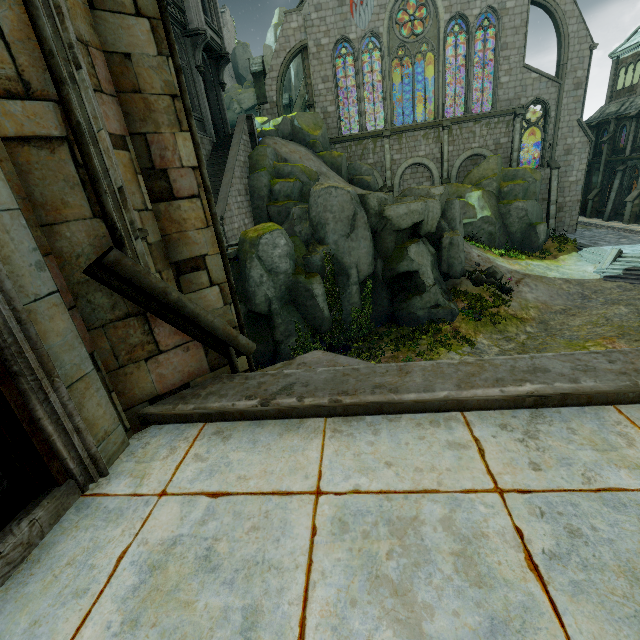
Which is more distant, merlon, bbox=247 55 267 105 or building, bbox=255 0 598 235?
merlon, bbox=247 55 267 105

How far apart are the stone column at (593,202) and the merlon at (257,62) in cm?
3159

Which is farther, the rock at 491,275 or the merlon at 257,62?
the merlon at 257,62

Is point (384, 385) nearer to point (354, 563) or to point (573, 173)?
point (354, 563)

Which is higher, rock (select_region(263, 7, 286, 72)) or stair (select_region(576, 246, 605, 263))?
rock (select_region(263, 7, 286, 72))

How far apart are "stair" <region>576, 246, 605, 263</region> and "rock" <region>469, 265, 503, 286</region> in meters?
7.4 m

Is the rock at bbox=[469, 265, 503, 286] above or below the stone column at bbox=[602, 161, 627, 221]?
below

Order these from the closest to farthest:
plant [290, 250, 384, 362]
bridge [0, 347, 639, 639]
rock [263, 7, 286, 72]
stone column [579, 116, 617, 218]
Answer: bridge [0, 347, 639, 639] < plant [290, 250, 384, 362] < stone column [579, 116, 617, 218] < rock [263, 7, 286, 72]
